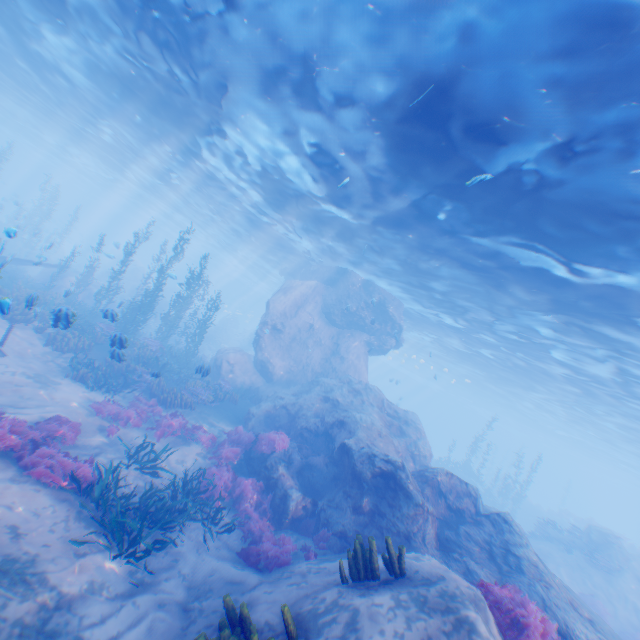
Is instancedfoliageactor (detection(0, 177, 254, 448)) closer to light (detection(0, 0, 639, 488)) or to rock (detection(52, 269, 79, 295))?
rock (detection(52, 269, 79, 295))

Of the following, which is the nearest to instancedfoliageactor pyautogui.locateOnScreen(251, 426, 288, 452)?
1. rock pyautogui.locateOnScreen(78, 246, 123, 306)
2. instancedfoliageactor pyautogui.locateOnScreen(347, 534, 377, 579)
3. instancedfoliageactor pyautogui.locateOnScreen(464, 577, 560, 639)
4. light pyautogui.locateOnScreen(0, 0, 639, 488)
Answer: rock pyautogui.locateOnScreen(78, 246, 123, 306)

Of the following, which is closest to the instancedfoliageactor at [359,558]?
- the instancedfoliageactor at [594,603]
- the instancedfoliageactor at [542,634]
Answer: the instancedfoliageactor at [542,634]

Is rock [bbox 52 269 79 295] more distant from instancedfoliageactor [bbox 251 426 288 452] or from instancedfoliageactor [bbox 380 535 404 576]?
instancedfoliageactor [bbox 380 535 404 576]

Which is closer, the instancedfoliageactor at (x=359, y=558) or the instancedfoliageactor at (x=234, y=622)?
the instancedfoliageactor at (x=234, y=622)

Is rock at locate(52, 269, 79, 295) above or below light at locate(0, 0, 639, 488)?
below

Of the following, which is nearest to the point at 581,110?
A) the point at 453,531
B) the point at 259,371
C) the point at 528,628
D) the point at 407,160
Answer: the point at 407,160

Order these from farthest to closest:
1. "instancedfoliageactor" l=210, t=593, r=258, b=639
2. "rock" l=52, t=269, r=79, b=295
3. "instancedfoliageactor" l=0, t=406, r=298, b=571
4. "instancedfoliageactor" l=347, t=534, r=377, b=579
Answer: "rock" l=52, t=269, r=79, b=295 < "instancedfoliageactor" l=0, t=406, r=298, b=571 < "instancedfoliageactor" l=347, t=534, r=377, b=579 < "instancedfoliageactor" l=210, t=593, r=258, b=639
